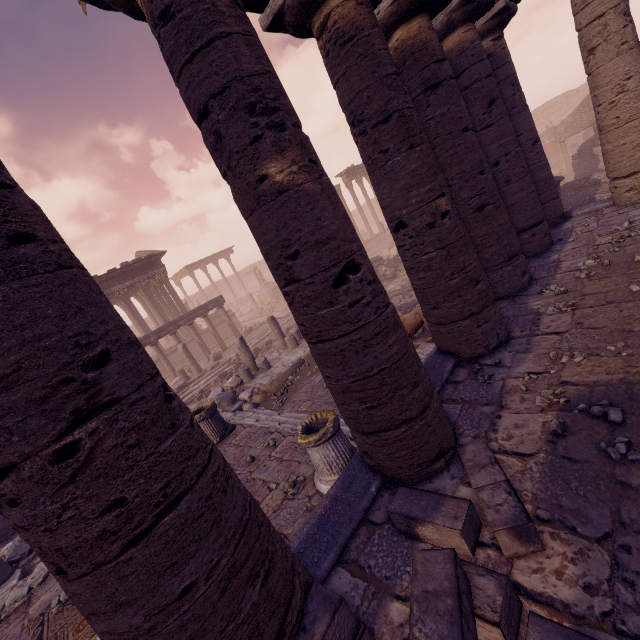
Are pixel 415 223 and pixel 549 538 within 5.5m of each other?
yes

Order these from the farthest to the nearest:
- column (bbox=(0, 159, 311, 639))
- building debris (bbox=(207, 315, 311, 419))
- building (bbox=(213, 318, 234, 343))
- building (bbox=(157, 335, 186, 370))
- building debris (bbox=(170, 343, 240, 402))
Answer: building (bbox=(213, 318, 234, 343)) < building (bbox=(157, 335, 186, 370)) < building debris (bbox=(170, 343, 240, 402)) < building debris (bbox=(207, 315, 311, 419)) < column (bbox=(0, 159, 311, 639))

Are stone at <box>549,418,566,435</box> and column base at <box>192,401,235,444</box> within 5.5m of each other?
no

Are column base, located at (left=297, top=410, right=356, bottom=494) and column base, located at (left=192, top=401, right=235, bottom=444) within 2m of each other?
no

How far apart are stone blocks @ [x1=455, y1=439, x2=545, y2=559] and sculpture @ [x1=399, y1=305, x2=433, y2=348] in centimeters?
460cm

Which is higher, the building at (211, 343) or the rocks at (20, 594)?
the building at (211, 343)

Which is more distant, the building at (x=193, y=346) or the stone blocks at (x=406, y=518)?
the building at (x=193, y=346)

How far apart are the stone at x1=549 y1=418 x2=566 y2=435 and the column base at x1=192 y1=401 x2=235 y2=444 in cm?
679
